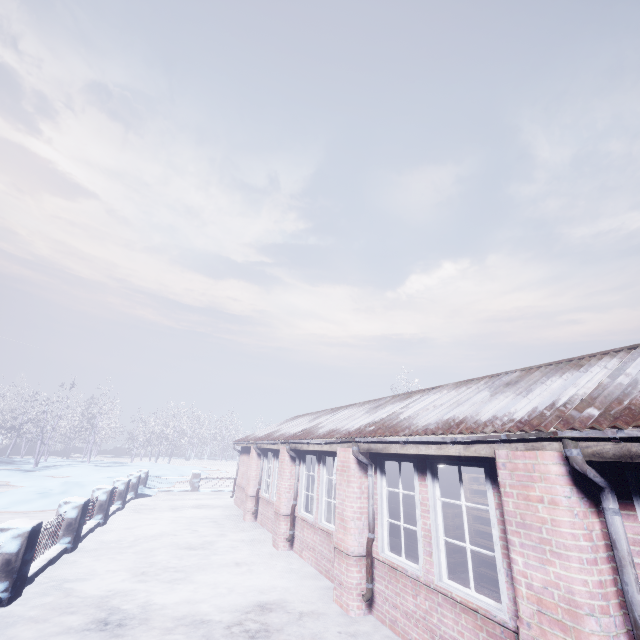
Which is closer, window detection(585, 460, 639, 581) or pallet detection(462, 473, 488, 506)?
window detection(585, 460, 639, 581)

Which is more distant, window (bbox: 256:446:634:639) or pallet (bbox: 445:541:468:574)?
pallet (bbox: 445:541:468:574)

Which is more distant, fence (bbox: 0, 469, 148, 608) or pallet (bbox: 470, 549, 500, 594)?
pallet (bbox: 470, 549, 500, 594)

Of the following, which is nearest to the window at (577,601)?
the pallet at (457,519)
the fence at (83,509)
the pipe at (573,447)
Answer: the pipe at (573,447)

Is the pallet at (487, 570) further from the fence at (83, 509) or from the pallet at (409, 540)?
the fence at (83, 509)

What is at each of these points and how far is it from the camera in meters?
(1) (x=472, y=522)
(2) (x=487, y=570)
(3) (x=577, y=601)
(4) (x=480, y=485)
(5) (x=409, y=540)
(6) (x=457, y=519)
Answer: (1) pallet, 5.6
(2) pallet, 5.3
(3) window, 2.2
(4) pallet, 5.8
(5) pallet, 7.0
(6) pallet, 6.1

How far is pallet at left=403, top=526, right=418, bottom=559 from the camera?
6.7 meters

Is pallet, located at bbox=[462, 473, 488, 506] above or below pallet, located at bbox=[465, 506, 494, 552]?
above
